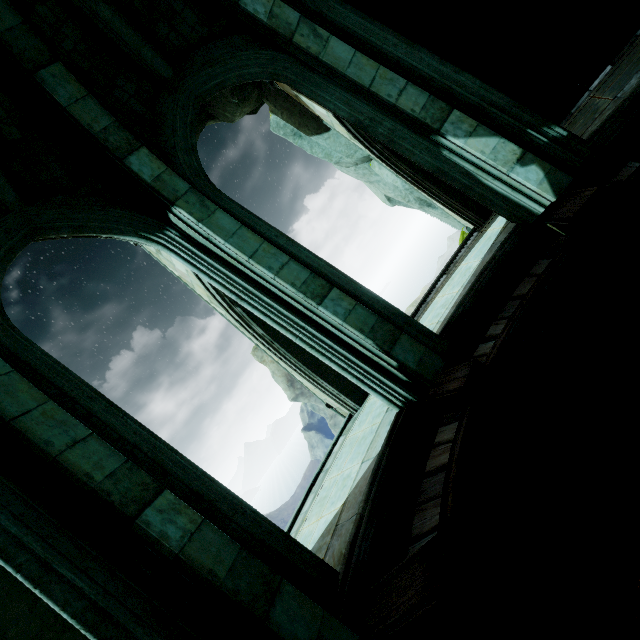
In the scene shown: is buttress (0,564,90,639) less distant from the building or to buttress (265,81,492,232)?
the building

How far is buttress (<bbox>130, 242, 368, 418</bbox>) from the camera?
7.0m

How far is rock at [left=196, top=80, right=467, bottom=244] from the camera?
7.17m

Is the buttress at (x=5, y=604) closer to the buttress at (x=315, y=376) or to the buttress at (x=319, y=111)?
the buttress at (x=315, y=376)

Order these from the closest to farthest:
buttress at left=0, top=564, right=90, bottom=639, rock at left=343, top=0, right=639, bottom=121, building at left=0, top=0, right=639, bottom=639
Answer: building at left=0, top=0, right=639, bottom=639, buttress at left=0, top=564, right=90, bottom=639, rock at left=343, top=0, right=639, bottom=121

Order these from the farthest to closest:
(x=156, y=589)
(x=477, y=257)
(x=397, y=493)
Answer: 1. (x=477, y=257)
2. (x=397, y=493)
3. (x=156, y=589)

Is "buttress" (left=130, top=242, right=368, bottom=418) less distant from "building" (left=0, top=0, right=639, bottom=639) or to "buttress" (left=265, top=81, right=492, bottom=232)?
"building" (left=0, top=0, right=639, bottom=639)

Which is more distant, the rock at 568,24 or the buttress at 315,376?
the buttress at 315,376
